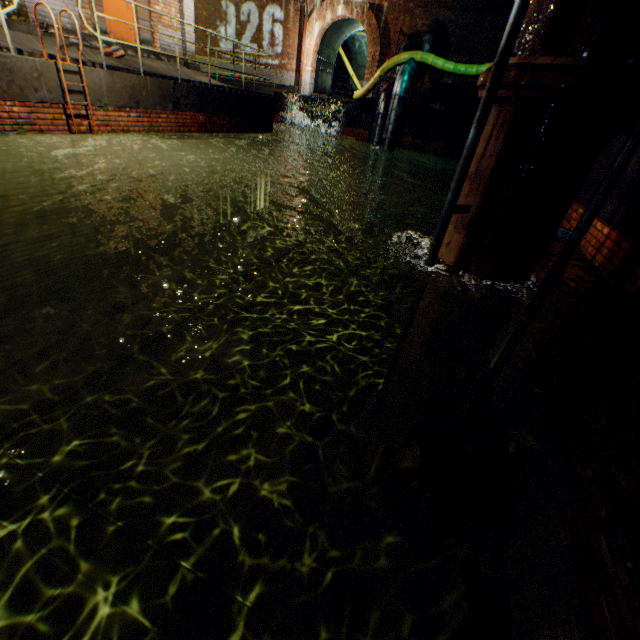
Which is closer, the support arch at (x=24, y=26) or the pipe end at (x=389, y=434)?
the pipe end at (x=389, y=434)

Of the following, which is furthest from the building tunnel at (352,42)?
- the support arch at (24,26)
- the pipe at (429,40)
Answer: the support arch at (24,26)

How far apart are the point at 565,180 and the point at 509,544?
4.1 meters

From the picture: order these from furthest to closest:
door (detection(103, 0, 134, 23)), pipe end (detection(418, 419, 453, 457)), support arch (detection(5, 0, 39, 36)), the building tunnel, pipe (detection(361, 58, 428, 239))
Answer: the building tunnel → pipe (detection(361, 58, 428, 239)) → door (detection(103, 0, 134, 23)) → support arch (detection(5, 0, 39, 36)) → pipe end (detection(418, 419, 453, 457))

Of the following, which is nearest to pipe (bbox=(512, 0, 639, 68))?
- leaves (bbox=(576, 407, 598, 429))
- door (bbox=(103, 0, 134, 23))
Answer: leaves (bbox=(576, 407, 598, 429))

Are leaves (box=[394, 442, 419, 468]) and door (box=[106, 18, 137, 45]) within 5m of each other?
no

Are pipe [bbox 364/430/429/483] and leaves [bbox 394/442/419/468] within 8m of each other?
yes

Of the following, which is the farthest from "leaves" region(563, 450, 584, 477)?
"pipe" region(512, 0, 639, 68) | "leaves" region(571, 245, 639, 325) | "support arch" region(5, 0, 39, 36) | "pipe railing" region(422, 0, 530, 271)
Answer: "support arch" region(5, 0, 39, 36)
